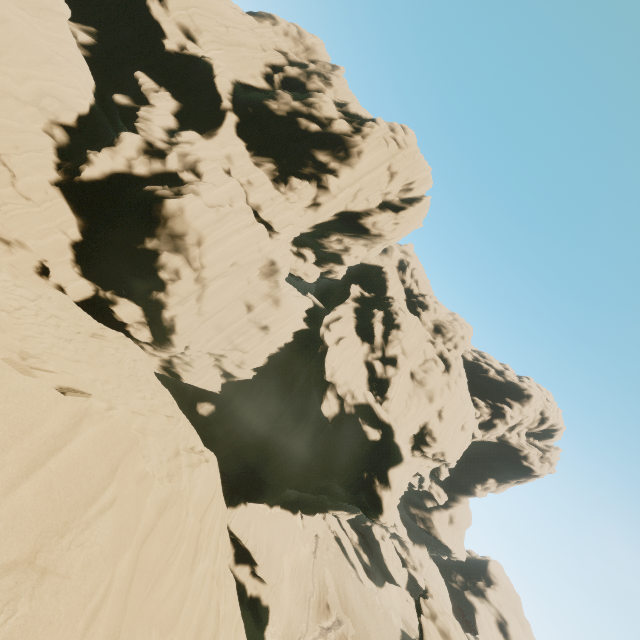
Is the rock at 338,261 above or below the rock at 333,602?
above

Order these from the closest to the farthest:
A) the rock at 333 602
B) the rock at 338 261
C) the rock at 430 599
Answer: the rock at 338 261
the rock at 430 599
the rock at 333 602

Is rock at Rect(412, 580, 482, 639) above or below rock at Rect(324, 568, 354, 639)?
above

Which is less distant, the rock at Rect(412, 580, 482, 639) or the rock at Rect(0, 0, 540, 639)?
the rock at Rect(0, 0, 540, 639)

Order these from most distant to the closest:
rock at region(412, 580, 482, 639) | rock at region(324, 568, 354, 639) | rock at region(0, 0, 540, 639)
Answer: rock at region(324, 568, 354, 639) → rock at region(412, 580, 482, 639) → rock at region(0, 0, 540, 639)

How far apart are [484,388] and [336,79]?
53.78m
